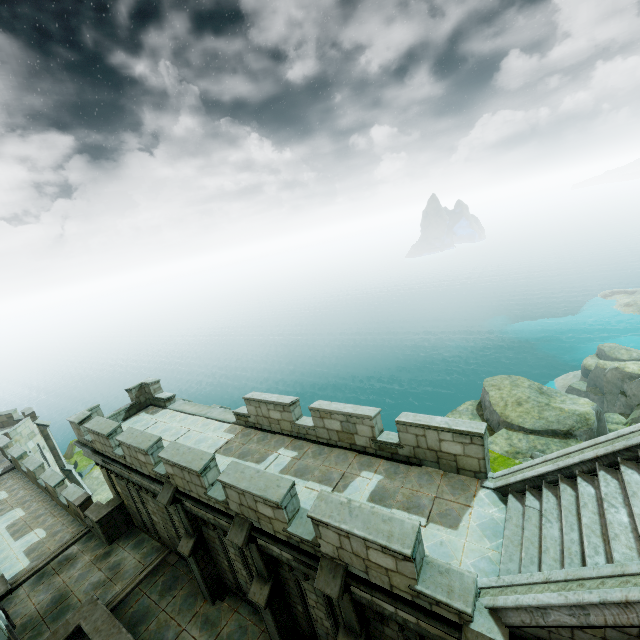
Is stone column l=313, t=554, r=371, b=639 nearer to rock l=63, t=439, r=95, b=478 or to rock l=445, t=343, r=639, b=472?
rock l=445, t=343, r=639, b=472

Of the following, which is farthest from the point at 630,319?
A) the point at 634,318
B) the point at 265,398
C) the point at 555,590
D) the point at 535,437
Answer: the point at 555,590

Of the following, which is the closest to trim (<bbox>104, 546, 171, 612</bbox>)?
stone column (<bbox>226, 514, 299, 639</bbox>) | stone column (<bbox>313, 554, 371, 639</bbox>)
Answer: stone column (<bbox>226, 514, 299, 639</bbox>)

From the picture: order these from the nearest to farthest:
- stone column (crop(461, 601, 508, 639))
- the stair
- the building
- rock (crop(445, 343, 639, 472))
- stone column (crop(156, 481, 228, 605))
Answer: the stair, stone column (crop(461, 601, 508, 639)), the building, stone column (crop(156, 481, 228, 605)), rock (crop(445, 343, 639, 472))

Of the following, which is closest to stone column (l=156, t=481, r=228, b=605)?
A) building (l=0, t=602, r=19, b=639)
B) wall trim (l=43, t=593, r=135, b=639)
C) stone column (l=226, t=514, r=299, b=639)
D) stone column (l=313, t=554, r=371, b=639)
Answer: wall trim (l=43, t=593, r=135, b=639)

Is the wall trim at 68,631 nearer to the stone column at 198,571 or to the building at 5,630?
the building at 5,630

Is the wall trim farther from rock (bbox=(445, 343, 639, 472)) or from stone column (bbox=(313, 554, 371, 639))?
rock (bbox=(445, 343, 639, 472))

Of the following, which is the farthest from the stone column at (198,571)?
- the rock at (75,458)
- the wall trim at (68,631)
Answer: A: the rock at (75,458)
